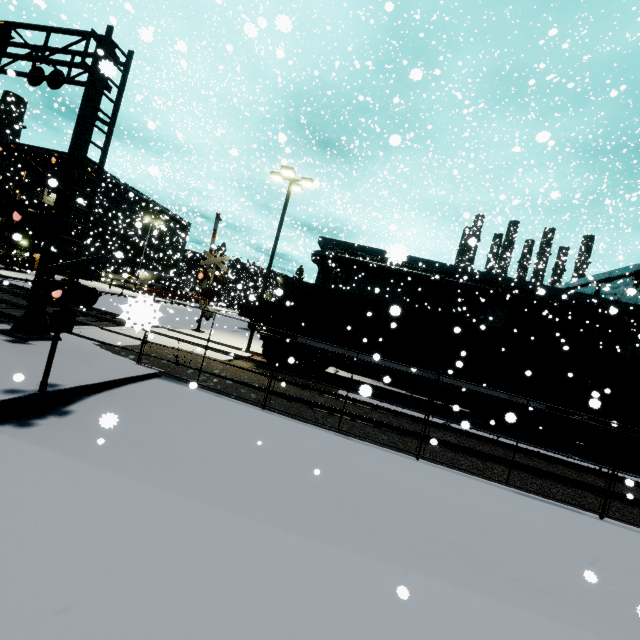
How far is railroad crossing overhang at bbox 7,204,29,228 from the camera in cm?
867

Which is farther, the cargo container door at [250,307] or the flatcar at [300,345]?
the cargo container door at [250,307]

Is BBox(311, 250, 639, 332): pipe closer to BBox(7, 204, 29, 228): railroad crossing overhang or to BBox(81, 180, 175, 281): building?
BBox(81, 180, 175, 281): building

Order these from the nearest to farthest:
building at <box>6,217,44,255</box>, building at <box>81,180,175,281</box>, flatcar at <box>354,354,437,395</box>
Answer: flatcar at <box>354,354,437,395</box> → building at <box>6,217,44,255</box> → building at <box>81,180,175,281</box>

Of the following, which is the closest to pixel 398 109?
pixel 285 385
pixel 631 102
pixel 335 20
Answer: pixel 335 20

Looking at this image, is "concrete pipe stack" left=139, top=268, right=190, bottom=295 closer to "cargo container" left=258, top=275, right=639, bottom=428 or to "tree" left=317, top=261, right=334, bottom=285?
"cargo container" left=258, top=275, right=639, bottom=428

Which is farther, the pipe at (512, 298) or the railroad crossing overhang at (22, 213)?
the pipe at (512, 298)

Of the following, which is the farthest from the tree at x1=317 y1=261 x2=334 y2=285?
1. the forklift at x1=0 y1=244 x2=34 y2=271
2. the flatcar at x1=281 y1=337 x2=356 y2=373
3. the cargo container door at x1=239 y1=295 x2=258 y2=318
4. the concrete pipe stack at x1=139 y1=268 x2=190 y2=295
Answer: the concrete pipe stack at x1=139 y1=268 x2=190 y2=295
